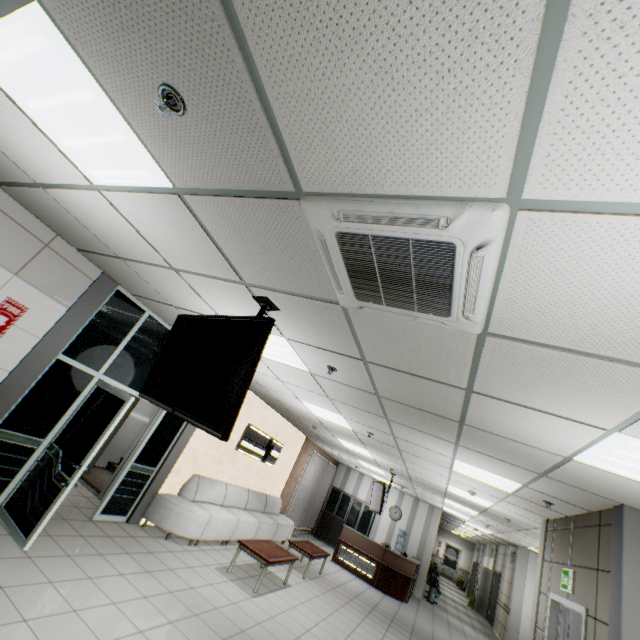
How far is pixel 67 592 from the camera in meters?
3.4

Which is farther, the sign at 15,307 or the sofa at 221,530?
the sofa at 221,530

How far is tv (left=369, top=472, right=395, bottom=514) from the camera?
9.32m

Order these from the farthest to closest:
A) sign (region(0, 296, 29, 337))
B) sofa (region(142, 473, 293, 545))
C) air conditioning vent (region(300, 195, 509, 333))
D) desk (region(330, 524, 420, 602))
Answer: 1. desk (region(330, 524, 420, 602))
2. sofa (region(142, 473, 293, 545))
3. sign (region(0, 296, 29, 337))
4. air conditioning vent (region(300, 195, 509, 333))

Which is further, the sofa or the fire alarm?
the sofa

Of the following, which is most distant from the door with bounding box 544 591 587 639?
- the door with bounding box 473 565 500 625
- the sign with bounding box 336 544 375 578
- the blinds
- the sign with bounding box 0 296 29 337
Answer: the door with bounding box 473 565 500 625

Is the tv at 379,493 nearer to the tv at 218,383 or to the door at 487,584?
the tv at 218,383

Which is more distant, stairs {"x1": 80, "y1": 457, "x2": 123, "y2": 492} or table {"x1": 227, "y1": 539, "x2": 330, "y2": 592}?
stairs {"x1": 80, "y1": 457, "x2": 123, "y2": 492}
